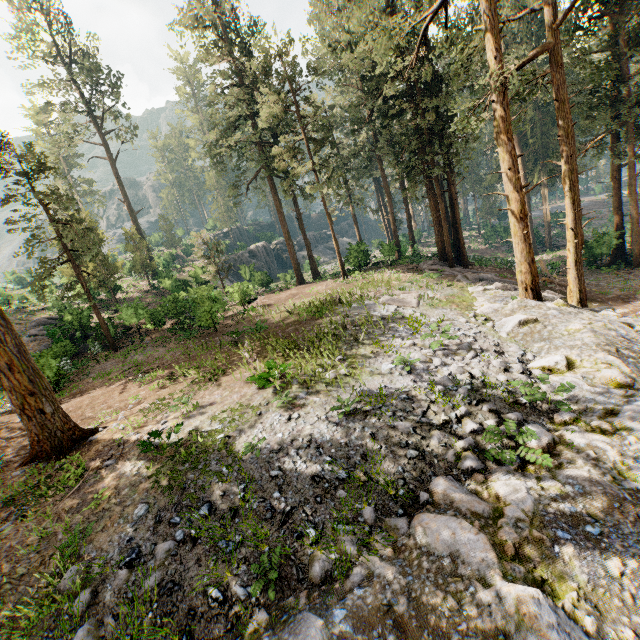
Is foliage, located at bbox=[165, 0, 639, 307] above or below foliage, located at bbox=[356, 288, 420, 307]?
above

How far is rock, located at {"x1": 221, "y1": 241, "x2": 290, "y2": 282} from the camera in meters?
37.0

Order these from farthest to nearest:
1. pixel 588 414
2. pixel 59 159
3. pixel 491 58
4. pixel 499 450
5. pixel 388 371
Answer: pixel 59 159
pixel 491 58
pixel 388 371
pixel 588 414
pixel 499 450

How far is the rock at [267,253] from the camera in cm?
3700

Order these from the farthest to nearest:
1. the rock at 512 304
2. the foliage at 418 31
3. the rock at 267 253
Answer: the rock at 267 253
the foliage at 418 31
the rock at 512 304

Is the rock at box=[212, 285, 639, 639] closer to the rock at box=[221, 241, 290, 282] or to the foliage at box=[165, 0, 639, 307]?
the foliage at box=[165, 0, 639, 307]

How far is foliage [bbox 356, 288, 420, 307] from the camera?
16.83m

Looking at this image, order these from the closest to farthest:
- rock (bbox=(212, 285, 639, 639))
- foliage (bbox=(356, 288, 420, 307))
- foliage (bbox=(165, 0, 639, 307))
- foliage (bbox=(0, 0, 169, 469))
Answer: rock (bbox=(212, 285, 639, 639)) < foliage (bbox=(0, 0, 169, 469)) < foliage (bbox=(165, 0, 639, 307)) < foliage (bbox=(356, 288, 420, 307))
